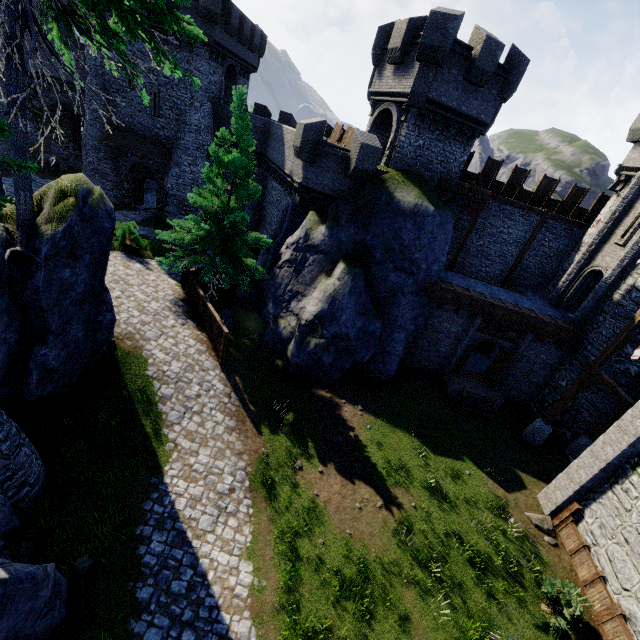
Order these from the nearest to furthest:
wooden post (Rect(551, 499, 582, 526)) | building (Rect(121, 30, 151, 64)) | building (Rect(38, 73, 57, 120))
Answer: wooden post (Rect(551, 499, 582, 526)) < building (Rect(121, 30, 151, 64)) < building (Rect(38, 73, 57, 120))

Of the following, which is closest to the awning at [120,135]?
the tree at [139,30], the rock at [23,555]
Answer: the tree at [139,30]

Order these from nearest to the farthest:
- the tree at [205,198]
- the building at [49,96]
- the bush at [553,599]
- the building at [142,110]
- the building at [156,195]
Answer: the bush at [553,599]
the tree at [205,198]
the building at [142,110]
the building at [156,195]
the building at [49,96]

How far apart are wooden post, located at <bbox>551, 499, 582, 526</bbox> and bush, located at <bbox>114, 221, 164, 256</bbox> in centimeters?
2450cm

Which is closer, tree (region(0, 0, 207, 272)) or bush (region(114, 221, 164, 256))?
tree (region(0, 0, 207, 272))

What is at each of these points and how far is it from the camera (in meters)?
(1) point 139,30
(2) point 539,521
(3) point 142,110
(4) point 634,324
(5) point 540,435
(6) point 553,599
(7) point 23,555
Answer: (1) tree, 6.52
(2) rock, 13.37
(3) building, 26.69
(4) walkway, 13.91
(5) stone base, 17.17
(6) bush, 10.76
(7) rock, 8.42

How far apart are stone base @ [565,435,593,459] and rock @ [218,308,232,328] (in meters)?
20.16

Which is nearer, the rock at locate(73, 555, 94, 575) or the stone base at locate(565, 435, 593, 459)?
the rock at locate(73, 555, 94, 575)
